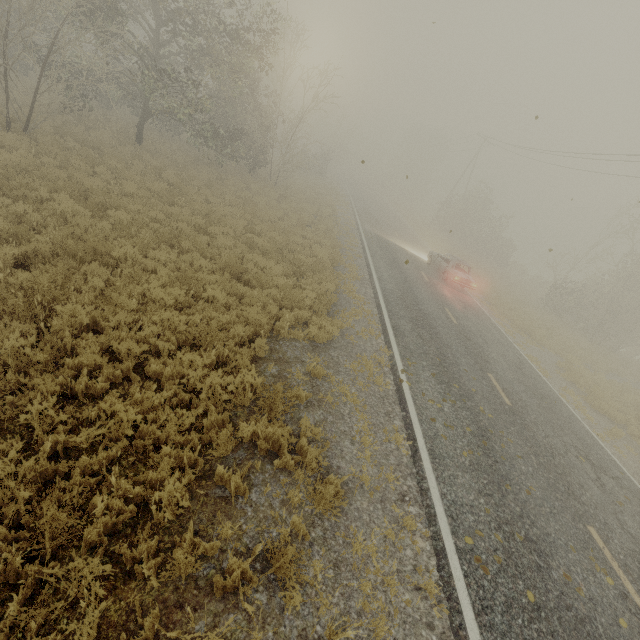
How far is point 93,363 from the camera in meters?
5.3 m

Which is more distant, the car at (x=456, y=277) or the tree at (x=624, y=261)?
the tree at (x=624, y=261)

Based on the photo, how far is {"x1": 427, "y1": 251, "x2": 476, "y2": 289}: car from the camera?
19.1 meters

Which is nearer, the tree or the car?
the car

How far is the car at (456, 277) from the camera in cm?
1908
